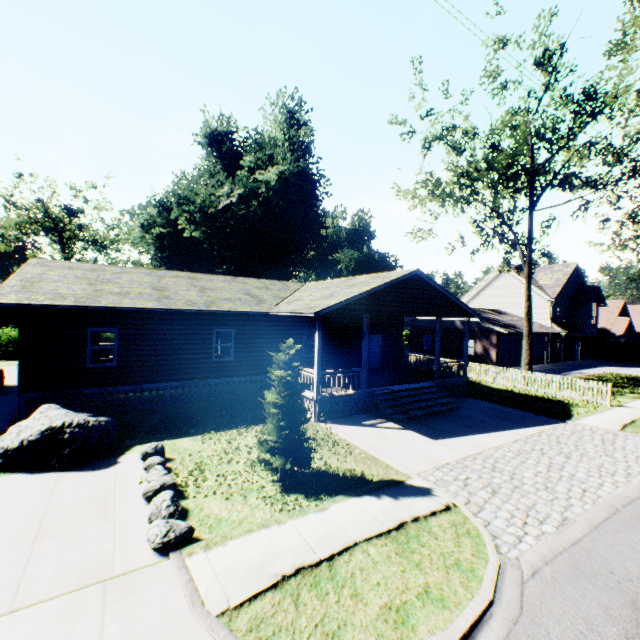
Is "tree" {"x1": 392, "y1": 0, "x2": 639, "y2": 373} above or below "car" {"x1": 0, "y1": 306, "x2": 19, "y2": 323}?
above

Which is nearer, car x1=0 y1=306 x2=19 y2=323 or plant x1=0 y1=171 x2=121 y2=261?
car x1=0 y1=306 x2=19 y2=323

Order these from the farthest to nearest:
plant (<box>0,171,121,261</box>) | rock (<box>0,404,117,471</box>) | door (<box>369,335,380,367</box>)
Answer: plant (<box>0,171,121,261</box>), door (<box>369,335,380,367</box>), rock (<box>0,404,117,471</box>)

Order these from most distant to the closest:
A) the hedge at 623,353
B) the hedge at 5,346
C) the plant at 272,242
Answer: the hedge at 623,353
the plant at 272,242
the hedge at 5,346

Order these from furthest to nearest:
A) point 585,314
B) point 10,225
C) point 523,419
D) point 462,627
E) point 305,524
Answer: point 10,225
point 585,314
point 523,419
point 305,524
point 462,627

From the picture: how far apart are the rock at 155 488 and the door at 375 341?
15.2m

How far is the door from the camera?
21.2m

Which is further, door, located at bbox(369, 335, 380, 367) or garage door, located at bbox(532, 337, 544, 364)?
garage door, located at bbox(532, 337, 544, 364)
